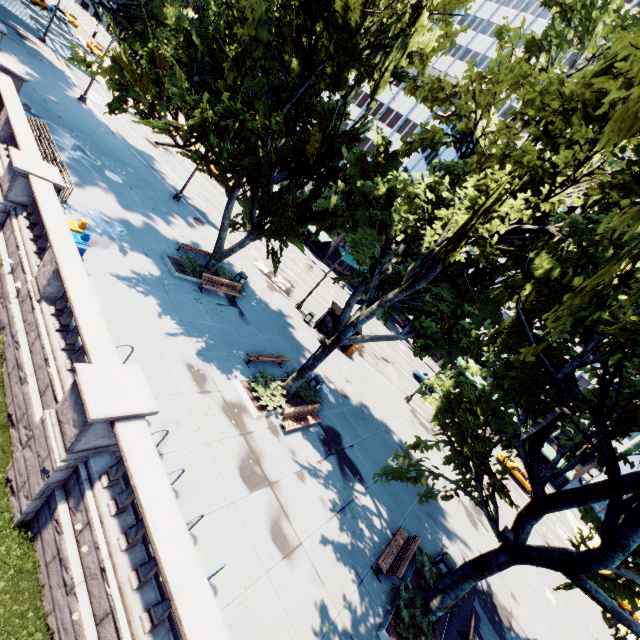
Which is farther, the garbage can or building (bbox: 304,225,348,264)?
building (bbox: 304,225,348,264)

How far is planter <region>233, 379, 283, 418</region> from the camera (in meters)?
13.16

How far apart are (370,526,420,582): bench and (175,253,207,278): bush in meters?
15.4

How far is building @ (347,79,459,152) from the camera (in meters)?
49.38

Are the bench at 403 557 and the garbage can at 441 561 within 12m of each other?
yes

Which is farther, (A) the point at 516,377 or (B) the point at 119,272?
(B) the point at 119,272

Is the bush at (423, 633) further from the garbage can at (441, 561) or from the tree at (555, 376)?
the garbage can at (441, 561)

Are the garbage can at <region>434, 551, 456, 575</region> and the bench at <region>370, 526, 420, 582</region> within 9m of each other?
yes
